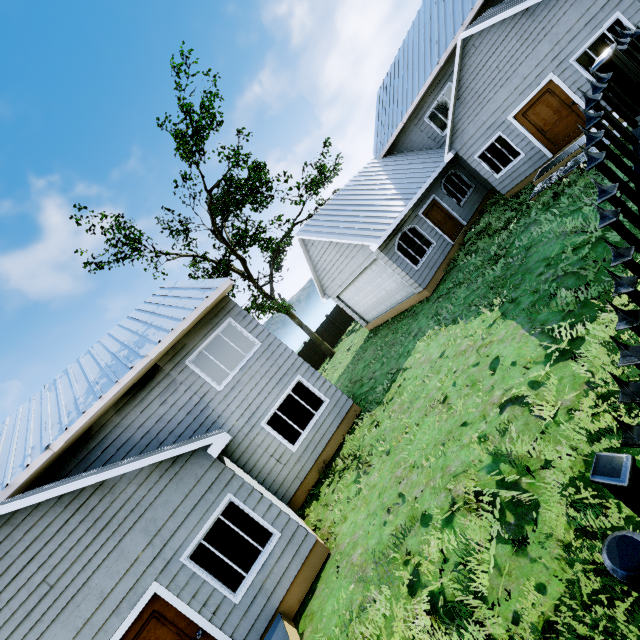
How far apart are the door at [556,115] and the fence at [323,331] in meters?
17.9 m

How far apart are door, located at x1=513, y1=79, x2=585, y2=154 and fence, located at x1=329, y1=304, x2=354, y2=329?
17.8m

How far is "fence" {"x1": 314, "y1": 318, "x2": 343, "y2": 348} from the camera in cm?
2639

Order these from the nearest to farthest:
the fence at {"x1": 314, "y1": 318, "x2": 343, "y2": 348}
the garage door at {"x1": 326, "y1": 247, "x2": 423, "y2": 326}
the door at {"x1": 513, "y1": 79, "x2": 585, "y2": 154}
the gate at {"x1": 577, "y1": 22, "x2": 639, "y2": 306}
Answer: the gate at {"x1": 577, "y1": 22, "x2": 639, "y2": 306}
the door at {"x1": 513, "y1": 79, "x2": 585, "y2": 154}
the garage door at {"x1": 326, "y1": 247, "x2": 423, "y2": 326}
the fence at {"x1": 314, "y1": 318, "x2": 343, "y2": 348}

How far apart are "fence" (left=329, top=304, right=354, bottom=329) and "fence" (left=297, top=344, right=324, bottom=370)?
3.21m

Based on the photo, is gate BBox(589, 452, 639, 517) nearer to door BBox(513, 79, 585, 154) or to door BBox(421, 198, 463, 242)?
door BBox(513, 79, 585, 154)

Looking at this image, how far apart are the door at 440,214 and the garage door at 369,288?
3.1 meters

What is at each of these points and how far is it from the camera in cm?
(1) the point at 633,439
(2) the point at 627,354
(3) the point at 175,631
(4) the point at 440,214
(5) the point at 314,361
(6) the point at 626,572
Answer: (1) gate, 146
(2) gate, 163
(3) door, 573
(4) door, 1572
(5) fence, 2553
(6) gate, 123
